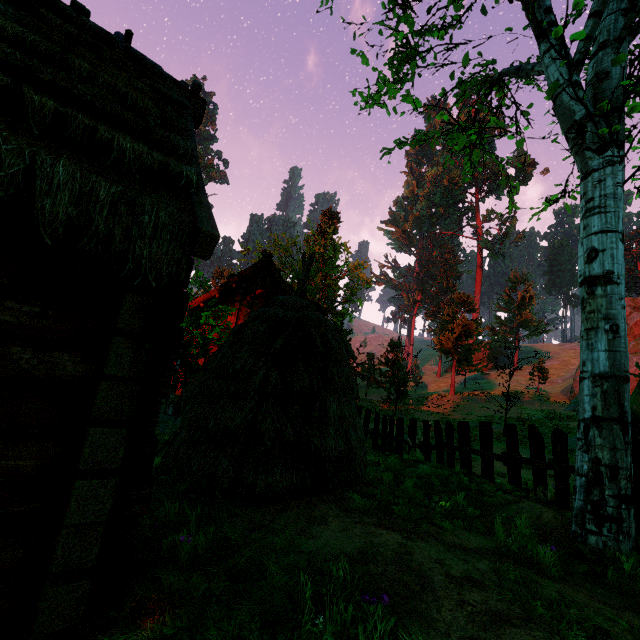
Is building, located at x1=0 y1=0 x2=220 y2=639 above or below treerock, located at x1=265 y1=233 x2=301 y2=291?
below

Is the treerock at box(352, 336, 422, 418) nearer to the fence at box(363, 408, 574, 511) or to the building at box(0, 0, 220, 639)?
the building at box(0, 0, 220, 639)

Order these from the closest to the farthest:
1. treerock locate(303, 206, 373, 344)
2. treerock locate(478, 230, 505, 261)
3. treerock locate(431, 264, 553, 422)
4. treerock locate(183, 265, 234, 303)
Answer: treerock locate(183, 265, 234, 303), treerock locate(303, 206, 373, 344), treerock locate(431, 264, 553, 422), treerock locate(478, 230, 505, 261)

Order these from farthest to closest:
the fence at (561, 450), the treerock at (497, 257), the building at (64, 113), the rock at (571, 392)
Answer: the treerock at (497, 257), the rock at (571, 392), the fence at (561, 450), the building at (64, 113)

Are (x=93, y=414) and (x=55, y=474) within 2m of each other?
yes

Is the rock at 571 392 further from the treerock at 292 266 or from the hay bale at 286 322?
the hay bale at 286 322

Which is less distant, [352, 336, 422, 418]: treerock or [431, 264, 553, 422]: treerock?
[352, 336, 422, 418]: treerock
